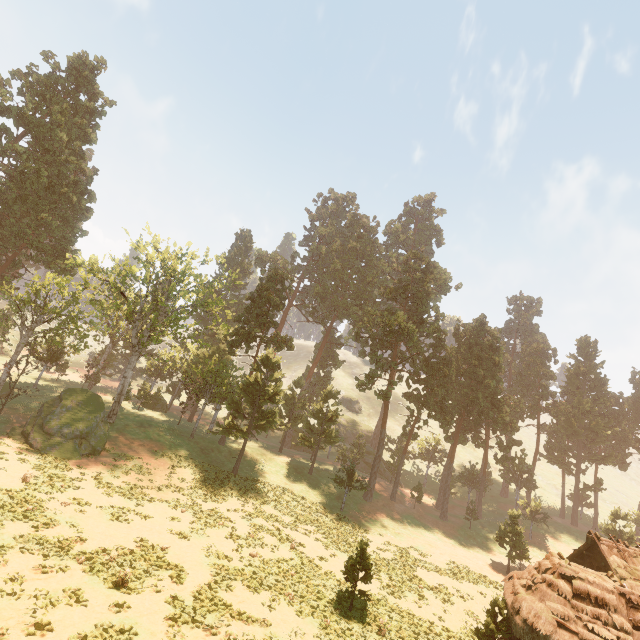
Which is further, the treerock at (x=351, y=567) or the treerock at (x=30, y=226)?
the treerock at (x=30, y=226)

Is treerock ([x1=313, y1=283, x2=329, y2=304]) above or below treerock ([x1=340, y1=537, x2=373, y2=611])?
above

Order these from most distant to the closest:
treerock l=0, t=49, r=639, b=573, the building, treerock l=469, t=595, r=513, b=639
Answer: treerock l=0, t=49, r=639, b=573 → treerock l=469, t=595, r=513, b=639 → the building

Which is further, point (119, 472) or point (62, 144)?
point (62, 144)

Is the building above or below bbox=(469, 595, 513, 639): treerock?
above

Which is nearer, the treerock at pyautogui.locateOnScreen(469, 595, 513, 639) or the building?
the building

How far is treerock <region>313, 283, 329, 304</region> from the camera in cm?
5684

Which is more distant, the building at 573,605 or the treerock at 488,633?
the treerock at 488,633
